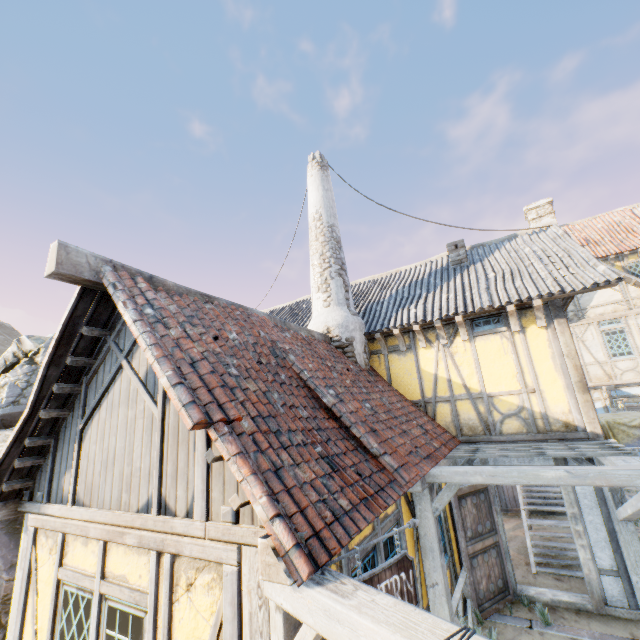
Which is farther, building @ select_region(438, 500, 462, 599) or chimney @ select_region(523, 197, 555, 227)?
chimney @ select_region(523, 197, 555, 227)

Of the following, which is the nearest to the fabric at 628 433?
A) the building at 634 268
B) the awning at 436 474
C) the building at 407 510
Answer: the awning at 436 474

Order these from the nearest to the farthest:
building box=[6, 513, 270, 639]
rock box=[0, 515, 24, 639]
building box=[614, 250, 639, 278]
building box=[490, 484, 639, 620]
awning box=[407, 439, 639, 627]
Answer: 1. building box=[6, 513, 270, 639]
2. awning box=[407, 439, 639, 627]
3. building box=[490, 484, 639, 620]
4. rock box=[0, 515, 24, 639]
5. building box=[614, 250, 639, 278]

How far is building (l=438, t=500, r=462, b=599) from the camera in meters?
6.0 m

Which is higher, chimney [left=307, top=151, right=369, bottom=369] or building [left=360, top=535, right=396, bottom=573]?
chimney [left=307, top=151, right=369, bottom=369]

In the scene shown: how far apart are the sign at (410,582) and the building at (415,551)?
0.30m

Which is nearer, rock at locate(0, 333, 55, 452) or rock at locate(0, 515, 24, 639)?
rock at locate(0, 515, 24, 639)

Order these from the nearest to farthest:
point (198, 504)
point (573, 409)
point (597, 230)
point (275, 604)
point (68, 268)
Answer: point (275, 604) < point (198, 504) < point (68, 268) < point (573, 409) < point (597, 230)
